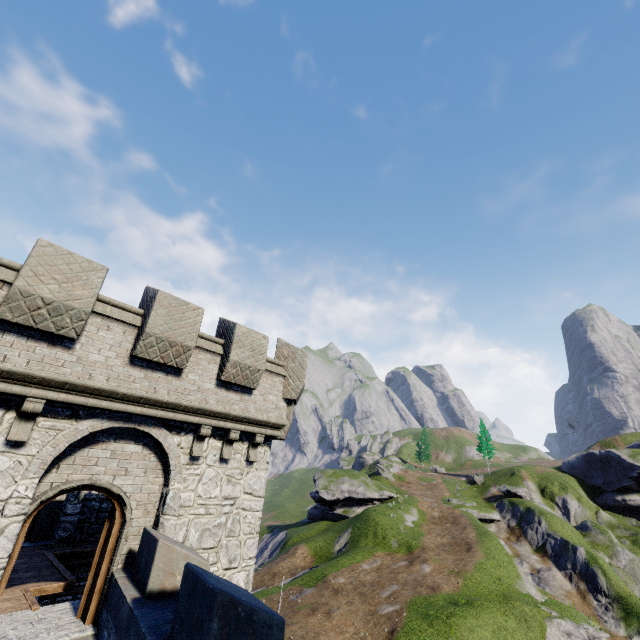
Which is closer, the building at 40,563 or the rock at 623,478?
the building at 40,563

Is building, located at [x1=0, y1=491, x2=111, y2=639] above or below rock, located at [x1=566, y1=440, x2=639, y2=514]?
below

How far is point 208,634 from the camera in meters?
4.2

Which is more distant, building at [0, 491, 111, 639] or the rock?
the rock

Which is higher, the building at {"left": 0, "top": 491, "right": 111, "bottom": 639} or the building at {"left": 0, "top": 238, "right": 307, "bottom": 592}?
the building at {"left": 0, "top": 238, "right": 307, "bottom": 592}

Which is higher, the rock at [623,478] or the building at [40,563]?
the rock at [623,478]
